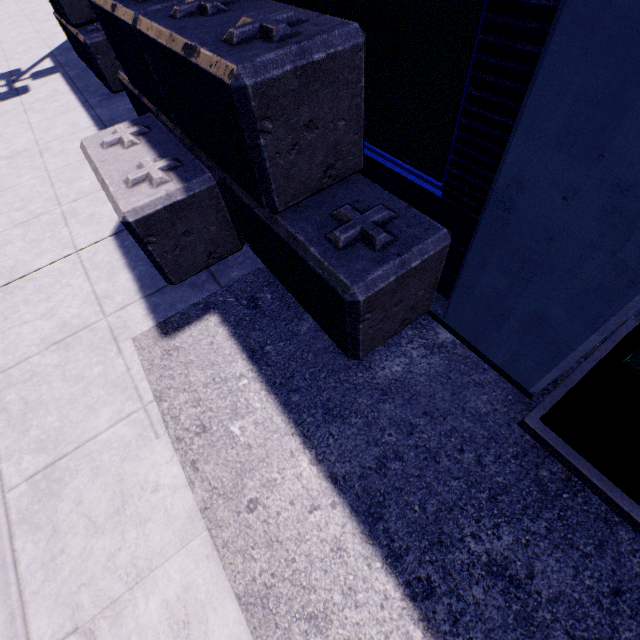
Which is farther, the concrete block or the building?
the concrete block

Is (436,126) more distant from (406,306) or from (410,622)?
(410,622)

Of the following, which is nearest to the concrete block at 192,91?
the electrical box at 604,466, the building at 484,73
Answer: the building at 484,73

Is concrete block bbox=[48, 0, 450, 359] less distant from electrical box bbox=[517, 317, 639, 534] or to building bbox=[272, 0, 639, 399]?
building bbox=[272, 0, 639, 399]

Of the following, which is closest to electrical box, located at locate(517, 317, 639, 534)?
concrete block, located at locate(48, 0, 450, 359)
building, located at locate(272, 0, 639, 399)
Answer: building, located at locate(272, 0, 639, 399)
